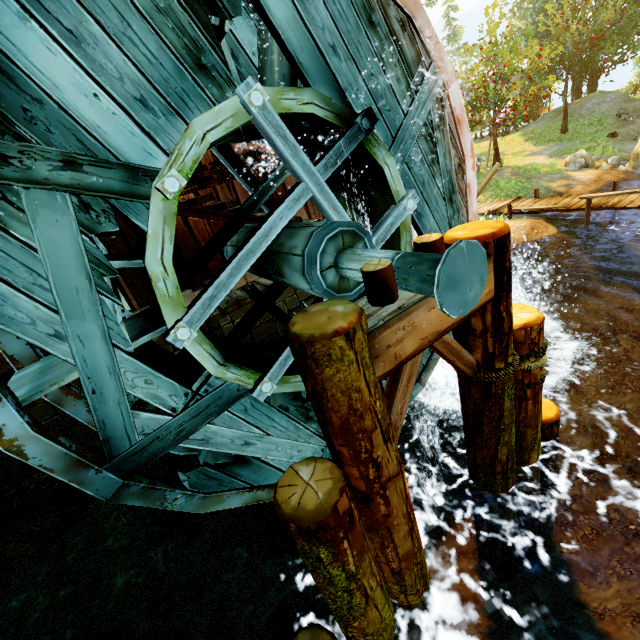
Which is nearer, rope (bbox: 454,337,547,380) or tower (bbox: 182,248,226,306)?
rope (bbox: 454,337,547,380)

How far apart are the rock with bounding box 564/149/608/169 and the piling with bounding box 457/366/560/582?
16.8m

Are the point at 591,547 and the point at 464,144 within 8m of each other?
yes

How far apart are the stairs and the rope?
3.5 meters

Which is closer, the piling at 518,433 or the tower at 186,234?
the piling at 518,433

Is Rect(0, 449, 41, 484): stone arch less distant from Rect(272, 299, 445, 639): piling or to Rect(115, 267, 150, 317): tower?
Rect(115, 267, 150, 317): tower

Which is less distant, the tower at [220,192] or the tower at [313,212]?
the tower at [220,192]

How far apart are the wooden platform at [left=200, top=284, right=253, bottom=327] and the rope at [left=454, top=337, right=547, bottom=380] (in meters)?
3.10
